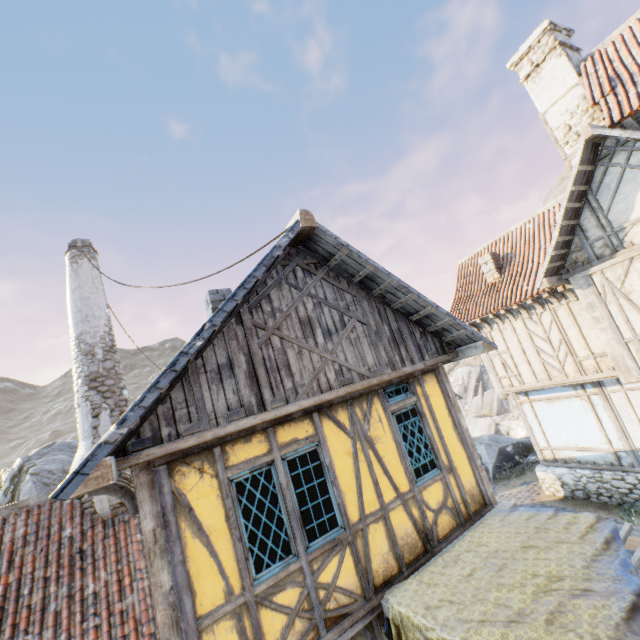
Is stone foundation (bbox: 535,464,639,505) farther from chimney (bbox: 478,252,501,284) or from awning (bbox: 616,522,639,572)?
chimney (bbox: 478,252,501,284)

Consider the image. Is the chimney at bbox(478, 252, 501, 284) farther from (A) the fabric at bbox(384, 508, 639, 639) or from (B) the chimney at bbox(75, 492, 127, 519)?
(B) the chimney at bbox(75, 492, 127, 519)

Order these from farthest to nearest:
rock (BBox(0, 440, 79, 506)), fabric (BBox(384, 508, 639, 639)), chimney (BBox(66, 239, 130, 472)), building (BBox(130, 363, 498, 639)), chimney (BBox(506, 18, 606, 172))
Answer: rock (BBox(0, 440, 79, 506)), chimney (BBox(506, 18, 606, 172)), chimney (BBox(66, 239, 130, 472)), building (BBox(130, 363, 498, 639)), fabric (BBox(384, 508, 639, 639))

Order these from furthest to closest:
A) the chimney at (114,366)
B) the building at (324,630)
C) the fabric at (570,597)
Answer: →
the chimney at (114,366)
the building at (324,630)
the fabric at (570,597)

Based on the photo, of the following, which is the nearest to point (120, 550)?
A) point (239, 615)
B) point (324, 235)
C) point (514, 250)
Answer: point (239, 615)

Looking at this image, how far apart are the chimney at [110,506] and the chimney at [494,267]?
13.13m

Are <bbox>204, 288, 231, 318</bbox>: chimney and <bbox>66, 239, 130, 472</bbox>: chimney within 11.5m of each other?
yes

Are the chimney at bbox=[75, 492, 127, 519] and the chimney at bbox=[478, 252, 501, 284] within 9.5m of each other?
no
